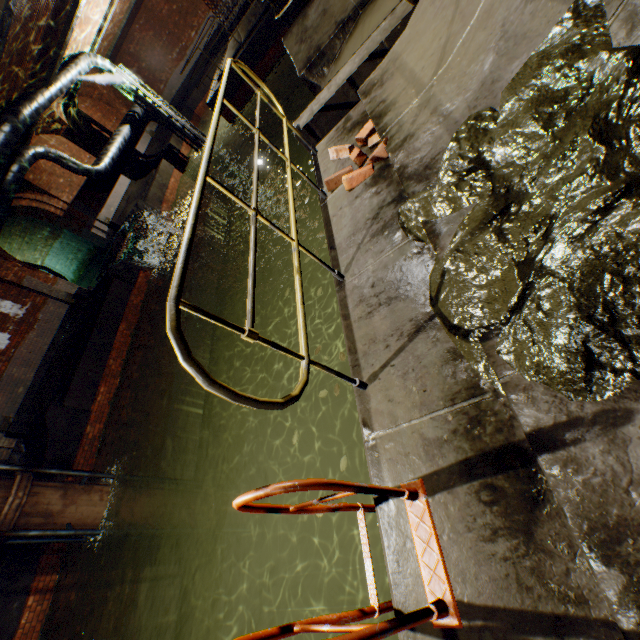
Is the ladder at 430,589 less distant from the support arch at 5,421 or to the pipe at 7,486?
the pipe at 7,486

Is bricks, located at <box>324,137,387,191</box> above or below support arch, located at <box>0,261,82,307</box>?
below

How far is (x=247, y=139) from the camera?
15.5 meters

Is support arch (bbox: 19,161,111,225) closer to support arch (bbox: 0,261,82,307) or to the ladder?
support arch (bbox: 0,261,82,307)

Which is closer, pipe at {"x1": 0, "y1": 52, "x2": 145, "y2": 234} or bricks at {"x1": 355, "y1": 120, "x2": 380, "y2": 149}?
bricks at {"x1": 355, "y1": 120, "x2": 380, "y2": 149}

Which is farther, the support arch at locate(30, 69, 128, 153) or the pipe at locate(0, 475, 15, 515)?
the support arch at locate(30, 69, 128, 153)

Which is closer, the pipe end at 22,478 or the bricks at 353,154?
the bricks at 353,154

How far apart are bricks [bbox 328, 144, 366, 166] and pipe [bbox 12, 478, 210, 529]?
8.00m
